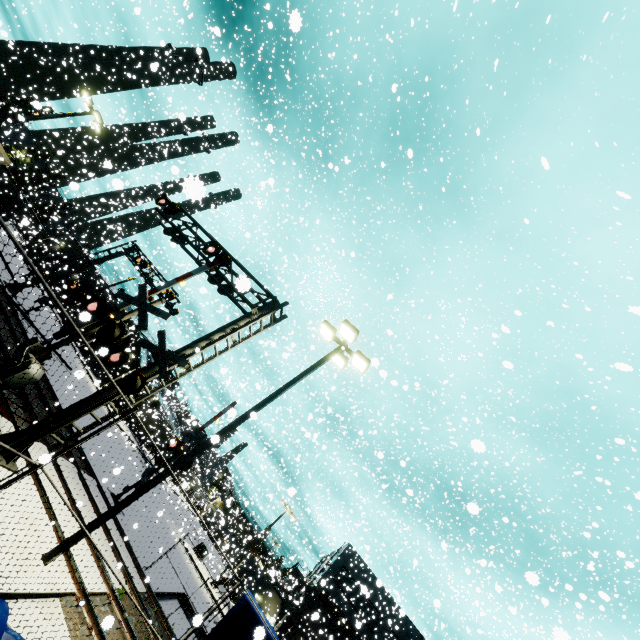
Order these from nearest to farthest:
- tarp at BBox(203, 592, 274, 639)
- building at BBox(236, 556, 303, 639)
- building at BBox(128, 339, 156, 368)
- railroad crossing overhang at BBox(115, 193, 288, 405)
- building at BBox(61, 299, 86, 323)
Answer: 1. building at BBox(61, 299, 86, 323)
2. tarp at BBox(203, 592, 274, 639)
3. railroad crossing overhang at BBox(115, 193, 288, 405)
4. building at BBox(236, 556, 303, 639)
5. building at BBox(128, 339, 156, 368)

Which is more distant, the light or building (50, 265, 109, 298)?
building (50, 265, 109, 298)

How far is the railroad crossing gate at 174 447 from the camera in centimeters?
1762cm

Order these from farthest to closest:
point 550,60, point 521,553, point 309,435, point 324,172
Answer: point 521,553
point 324,172
point 550,60
point 309,435

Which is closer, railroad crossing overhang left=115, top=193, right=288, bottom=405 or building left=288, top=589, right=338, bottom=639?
railroad crossing overhang left=115, top=193, right=288, bottom=405

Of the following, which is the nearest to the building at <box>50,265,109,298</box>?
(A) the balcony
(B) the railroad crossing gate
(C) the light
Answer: (A) the balcony

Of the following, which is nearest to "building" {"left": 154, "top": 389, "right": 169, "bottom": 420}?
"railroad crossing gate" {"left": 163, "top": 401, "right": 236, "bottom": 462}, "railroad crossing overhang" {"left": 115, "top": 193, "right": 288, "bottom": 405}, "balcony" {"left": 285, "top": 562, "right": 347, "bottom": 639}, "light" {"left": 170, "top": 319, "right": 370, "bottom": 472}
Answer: "balcony" {"left": 285, "top": 562, "right": 347, "bottom": 639}

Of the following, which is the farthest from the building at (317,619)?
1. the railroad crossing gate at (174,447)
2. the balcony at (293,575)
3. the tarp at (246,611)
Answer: the railroad crossing gate at (174,447)
